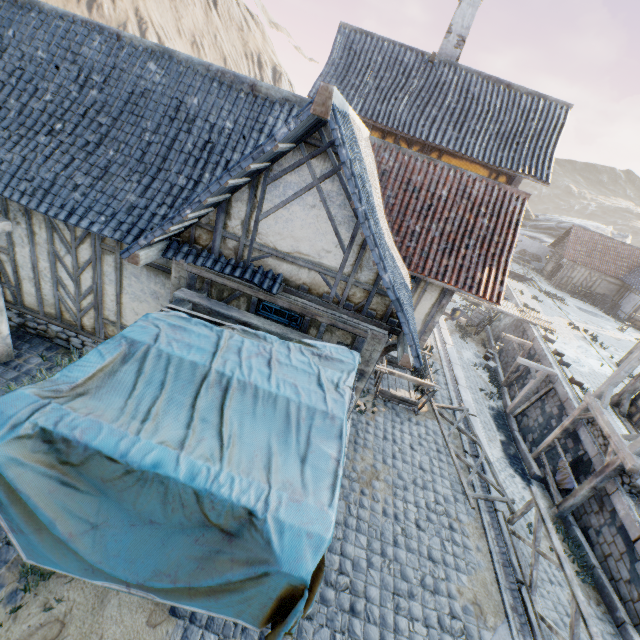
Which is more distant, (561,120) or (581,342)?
(581,342)

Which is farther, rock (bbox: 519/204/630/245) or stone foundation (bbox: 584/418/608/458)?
rock (bbox: 519/204/630/245)

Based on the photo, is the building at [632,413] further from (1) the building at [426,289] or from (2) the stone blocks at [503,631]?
(1) the building at [426,289]

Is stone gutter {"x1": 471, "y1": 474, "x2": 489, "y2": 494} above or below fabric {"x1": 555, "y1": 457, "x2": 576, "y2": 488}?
above

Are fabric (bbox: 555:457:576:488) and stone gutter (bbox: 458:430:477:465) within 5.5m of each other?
yes

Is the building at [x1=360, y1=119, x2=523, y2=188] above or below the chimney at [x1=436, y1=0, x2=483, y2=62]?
below

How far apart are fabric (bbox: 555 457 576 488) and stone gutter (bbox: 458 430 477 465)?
4.3 meters

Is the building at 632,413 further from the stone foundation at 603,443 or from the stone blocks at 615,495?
the stone blocks at 615,495
